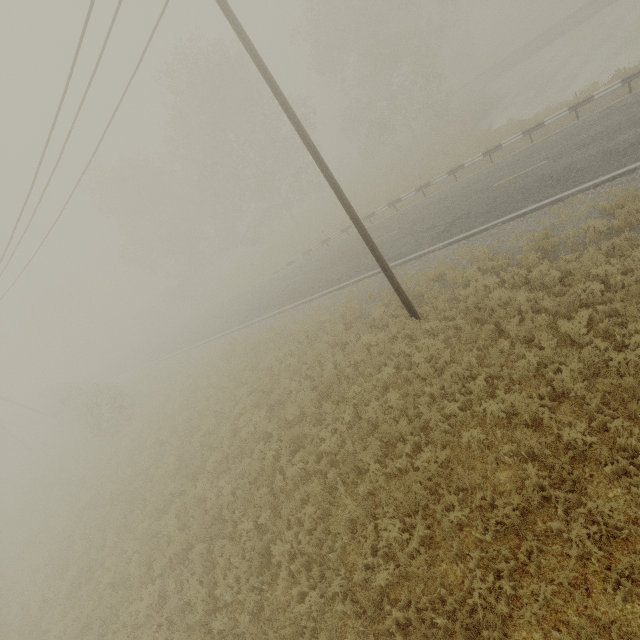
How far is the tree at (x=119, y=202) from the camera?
27.38m

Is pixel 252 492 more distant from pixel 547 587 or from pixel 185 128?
pixel 185 128

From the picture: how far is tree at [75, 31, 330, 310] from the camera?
27.38m
